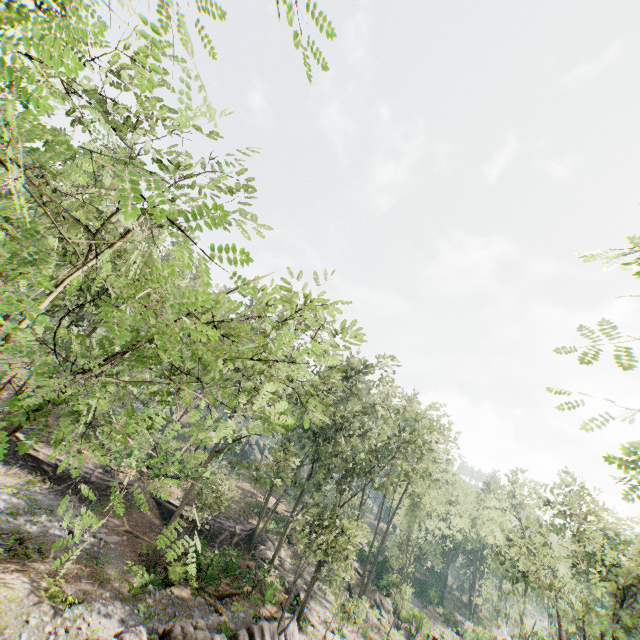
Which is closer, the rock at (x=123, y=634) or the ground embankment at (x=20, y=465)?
the rock at (x=123, y=634)

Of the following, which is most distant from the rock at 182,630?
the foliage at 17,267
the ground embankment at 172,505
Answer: the ground embankment at 172,505

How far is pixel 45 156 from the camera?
6.4m

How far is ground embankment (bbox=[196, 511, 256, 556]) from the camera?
29.77m

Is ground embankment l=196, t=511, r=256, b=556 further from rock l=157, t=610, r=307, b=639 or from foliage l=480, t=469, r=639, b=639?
rock l=157, t=610, r=307, b=639

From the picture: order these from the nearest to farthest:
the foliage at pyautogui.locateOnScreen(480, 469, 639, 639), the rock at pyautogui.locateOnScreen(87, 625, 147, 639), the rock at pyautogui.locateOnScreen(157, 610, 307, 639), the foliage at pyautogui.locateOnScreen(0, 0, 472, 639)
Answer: the foliage at pyautogui.locateOnScreen(0, 0, 472, 639) → the rock at pyautogui.locateOnScreen(87, 625, 147, 639) → the rock at pyautogui.locateOnScreen(157, 610, 307, 639) → the foliage at pyautogui.locateOnScreen(480, 469, 639, 639)

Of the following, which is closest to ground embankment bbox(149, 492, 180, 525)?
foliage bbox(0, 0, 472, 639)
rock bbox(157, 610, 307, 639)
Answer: foliage bbox(0, 0, 472, 639)
